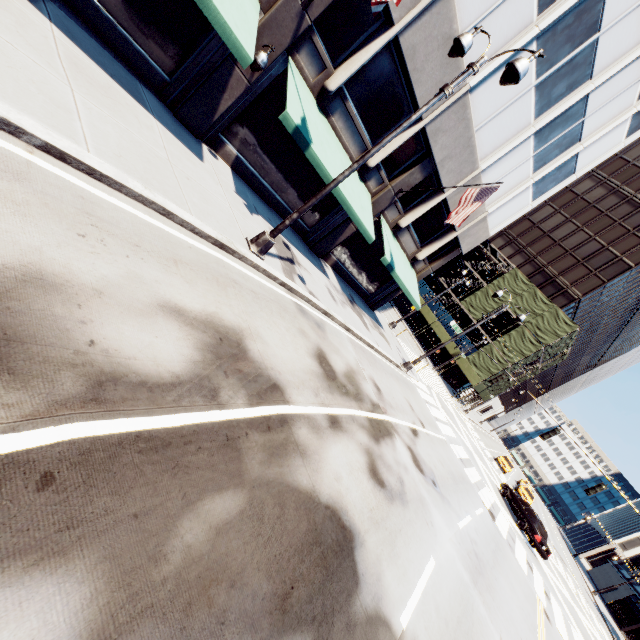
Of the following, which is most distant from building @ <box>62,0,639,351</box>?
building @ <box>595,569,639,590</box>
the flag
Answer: building @ <box>595,569,639,590</box>

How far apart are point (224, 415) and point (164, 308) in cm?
174

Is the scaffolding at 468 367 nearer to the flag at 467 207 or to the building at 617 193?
the building at 617 193

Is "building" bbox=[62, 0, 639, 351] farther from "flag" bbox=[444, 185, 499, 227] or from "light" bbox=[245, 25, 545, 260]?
"light" bbox=[245, 25, 545, 260]

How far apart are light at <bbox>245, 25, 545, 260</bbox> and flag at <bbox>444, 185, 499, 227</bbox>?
6.34m

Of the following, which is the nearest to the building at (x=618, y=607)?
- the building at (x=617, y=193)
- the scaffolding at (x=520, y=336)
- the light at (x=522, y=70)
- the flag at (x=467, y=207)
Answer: the scaffolding at (x=520, y=336)

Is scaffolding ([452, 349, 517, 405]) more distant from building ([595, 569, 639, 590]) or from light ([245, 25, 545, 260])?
light ([245, 25, 545, 260])

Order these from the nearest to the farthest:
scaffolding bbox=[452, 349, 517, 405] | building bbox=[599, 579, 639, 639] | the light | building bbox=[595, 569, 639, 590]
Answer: the light
scaffolding bbox=[452, 349, 517, 405]
building bbox=[599, 579, 639, 639]
building bbox=[595, 569, 639, 590]
